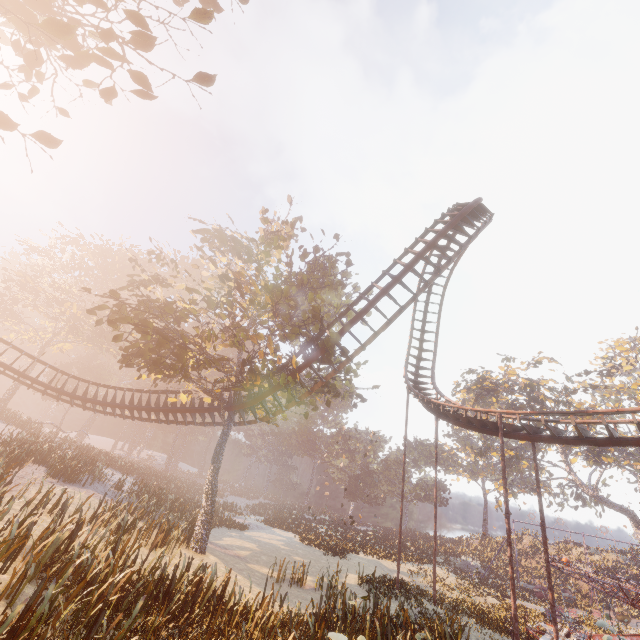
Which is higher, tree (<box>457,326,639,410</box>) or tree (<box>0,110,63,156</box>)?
tree (<box>457,326,639,410</box>)

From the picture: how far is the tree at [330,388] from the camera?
17.97m

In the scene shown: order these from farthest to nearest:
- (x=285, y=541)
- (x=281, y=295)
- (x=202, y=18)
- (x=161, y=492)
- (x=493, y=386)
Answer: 1. (x=493, y=386)
2. (x=285, y=541)
3. (x=161, y=492)
4. (x=281, y=295)
5. (x=202, y=18)

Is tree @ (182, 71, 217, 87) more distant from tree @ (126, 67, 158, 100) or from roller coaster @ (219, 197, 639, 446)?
roller coaster @ (219, 197, 639, 446)

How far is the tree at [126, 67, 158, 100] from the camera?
5.4m

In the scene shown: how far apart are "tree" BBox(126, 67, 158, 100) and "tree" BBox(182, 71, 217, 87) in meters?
0.7 m

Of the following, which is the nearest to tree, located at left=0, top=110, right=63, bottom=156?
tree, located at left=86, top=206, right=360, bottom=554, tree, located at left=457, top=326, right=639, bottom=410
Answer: tree, located at left=86, top=206, right=360, bottom=554

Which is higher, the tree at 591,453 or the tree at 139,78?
the tree at 591,453
